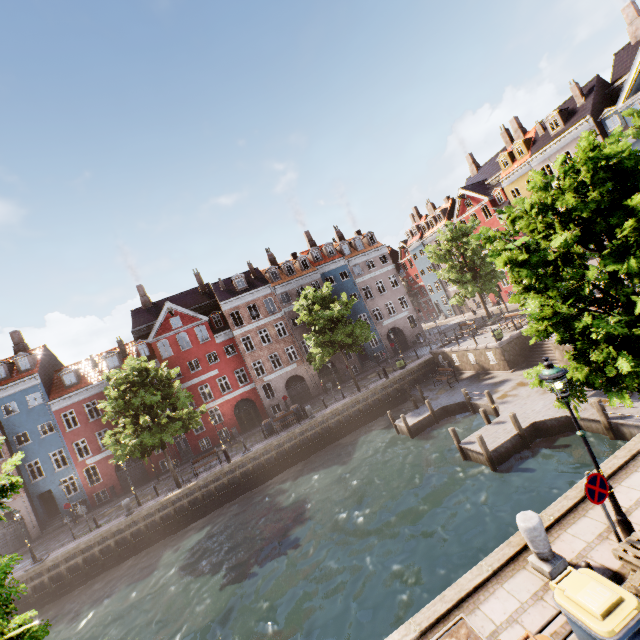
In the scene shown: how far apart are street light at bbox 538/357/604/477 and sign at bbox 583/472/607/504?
0.5m

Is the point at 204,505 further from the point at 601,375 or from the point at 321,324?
the point at 601,375

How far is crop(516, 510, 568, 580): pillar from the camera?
6.38m

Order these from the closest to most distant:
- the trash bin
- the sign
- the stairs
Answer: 1. the trash bin
2. the sign
3. the stairs

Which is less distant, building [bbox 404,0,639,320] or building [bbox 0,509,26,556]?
building [bbox 404,0,639,320]

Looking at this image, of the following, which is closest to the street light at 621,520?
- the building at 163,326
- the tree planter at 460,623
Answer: the tree planter at 460,623

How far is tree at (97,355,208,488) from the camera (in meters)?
21.66

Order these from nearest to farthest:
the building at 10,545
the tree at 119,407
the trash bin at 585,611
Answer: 1. the trash bin at 585,611
2. the tree at 119,407
3. the building at 10,545
